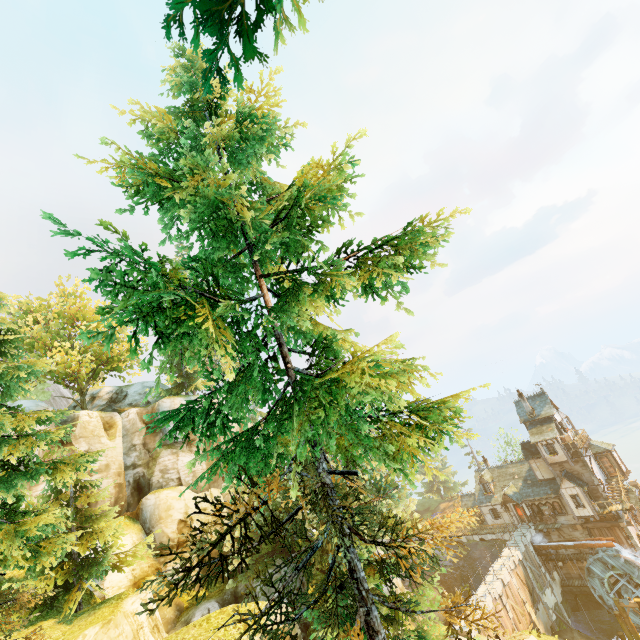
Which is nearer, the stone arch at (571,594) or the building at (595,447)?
the stone arch at (571,594)

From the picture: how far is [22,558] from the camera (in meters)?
11.14

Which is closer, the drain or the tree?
the tree

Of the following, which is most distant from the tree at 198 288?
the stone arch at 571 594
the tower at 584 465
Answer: the tower at 584 465

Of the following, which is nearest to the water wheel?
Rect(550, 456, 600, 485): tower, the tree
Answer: Rect(550, 456, 600, 485): tower

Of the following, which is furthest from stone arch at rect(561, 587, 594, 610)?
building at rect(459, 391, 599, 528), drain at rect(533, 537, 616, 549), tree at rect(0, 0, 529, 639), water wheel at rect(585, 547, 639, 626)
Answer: tree at rect(0, 0, 529, 639)

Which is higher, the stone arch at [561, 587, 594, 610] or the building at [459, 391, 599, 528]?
the building at [459, 391, 599, 528]

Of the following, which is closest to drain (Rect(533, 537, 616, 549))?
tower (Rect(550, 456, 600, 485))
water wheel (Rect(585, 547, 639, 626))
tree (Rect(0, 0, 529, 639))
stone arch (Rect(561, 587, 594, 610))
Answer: water wheel (Rect(585, 547, 639, 626))
